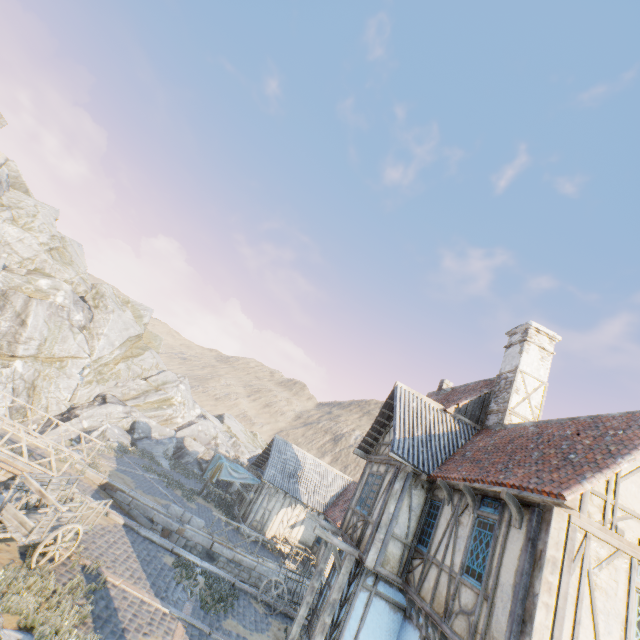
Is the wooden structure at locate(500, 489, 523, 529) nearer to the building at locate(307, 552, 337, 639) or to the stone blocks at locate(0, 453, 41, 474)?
the building at locate(307, 552, 337, 639)

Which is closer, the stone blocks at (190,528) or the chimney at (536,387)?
the chimney at (536,387)

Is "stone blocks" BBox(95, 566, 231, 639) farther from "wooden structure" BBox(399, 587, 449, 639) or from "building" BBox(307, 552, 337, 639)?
"wooden structure" BBox(399, 587, 449, 639)

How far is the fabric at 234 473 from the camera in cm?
2217

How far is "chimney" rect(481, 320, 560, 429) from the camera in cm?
1216

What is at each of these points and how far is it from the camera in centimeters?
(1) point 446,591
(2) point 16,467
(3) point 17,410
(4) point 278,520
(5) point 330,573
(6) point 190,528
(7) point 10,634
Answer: (1) building, 732cm
(2) stone blocks, 1303cm
(3) rock, 2620cm
(4) building, 2248cm
(5) building, 1180cm
(6) stone blocks, 1691cm
(7) rock, 623cm

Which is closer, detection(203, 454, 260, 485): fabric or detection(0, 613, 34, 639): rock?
detection(0, 613, 34, 639): rock

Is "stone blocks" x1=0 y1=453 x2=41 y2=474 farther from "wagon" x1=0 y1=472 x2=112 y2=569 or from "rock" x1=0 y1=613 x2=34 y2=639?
"wagon" x1=0 y1=472 x2=112 y2=569
